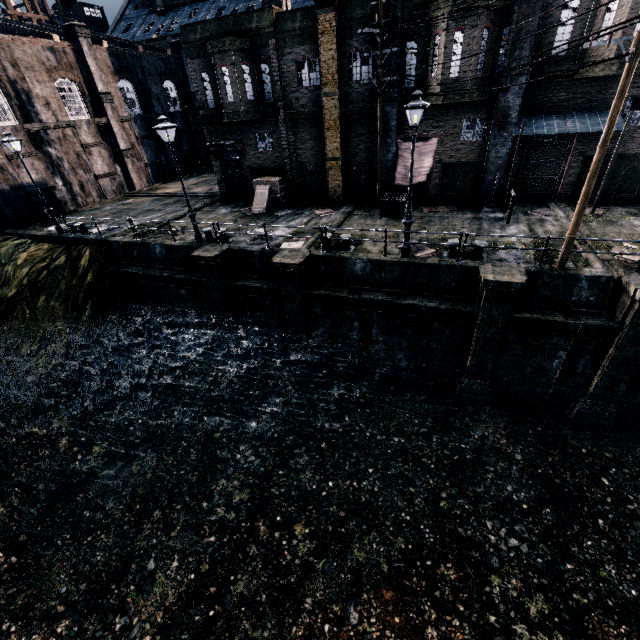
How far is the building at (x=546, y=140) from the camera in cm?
1714

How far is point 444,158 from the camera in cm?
1861

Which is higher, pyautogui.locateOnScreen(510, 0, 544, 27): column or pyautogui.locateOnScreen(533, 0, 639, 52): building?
pyautogui.locateOnScreen(510, 0, 544, 27): column

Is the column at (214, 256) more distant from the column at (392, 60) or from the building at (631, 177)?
the column at (392, 60)

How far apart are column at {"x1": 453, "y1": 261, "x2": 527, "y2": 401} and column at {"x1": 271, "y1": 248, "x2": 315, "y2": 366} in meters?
7.1

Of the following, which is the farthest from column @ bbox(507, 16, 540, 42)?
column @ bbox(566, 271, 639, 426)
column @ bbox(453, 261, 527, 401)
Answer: column @ bbox(566, 271, 639, 426)

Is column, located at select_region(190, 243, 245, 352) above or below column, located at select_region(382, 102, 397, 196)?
below

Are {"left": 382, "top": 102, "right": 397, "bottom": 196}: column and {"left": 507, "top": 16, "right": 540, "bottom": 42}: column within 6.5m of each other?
yes
